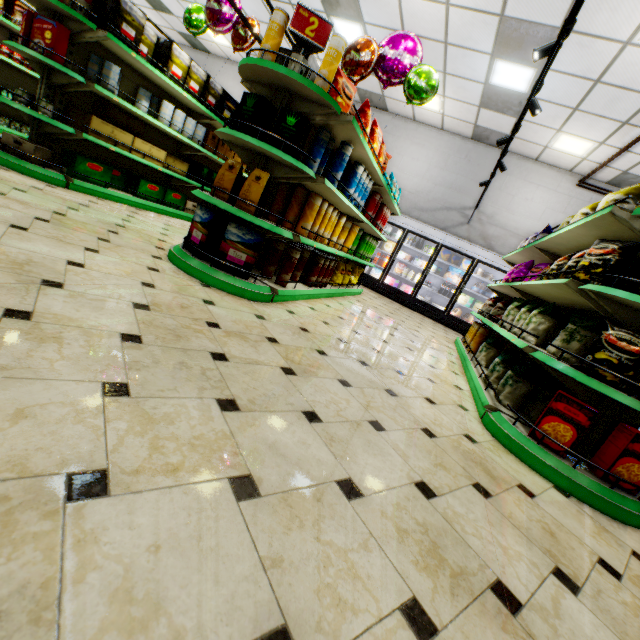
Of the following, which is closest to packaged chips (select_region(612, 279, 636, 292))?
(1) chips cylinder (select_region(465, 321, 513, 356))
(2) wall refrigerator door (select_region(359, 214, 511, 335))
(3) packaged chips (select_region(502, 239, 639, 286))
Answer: (3) packaged chips (select_region(502, 239, 639, 286))

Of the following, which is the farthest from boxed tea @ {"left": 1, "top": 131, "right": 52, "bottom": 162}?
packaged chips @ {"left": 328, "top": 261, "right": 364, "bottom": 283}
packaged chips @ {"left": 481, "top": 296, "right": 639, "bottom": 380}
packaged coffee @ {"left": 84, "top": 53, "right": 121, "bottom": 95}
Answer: packaged chips @ {"left": 481, "top": 296, "right": 639, "bottom": 380}

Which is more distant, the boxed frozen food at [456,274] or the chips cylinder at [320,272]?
the boxed frozen food at [456,274]

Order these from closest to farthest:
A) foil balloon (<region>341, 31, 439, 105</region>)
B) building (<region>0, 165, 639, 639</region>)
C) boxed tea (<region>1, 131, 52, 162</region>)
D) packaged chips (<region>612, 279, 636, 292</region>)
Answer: building (<region>0, 165, 639, 639</region>), packaged chips (<region>612, 279, 636, 292</region>), boxed tea (<region>1, 131, 52, 162</region>), foil balloon (<region>341, 31, 439, 105</region>)

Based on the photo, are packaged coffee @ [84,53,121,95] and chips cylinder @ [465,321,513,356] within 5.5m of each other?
no

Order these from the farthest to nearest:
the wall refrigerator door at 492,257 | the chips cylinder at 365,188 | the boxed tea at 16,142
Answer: the wall refrigerator door at 492,257
the boxed tea at 16,142
the chips cylinder at 365,188

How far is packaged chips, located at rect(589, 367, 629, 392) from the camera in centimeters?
215cm

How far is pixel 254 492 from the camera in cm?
106
